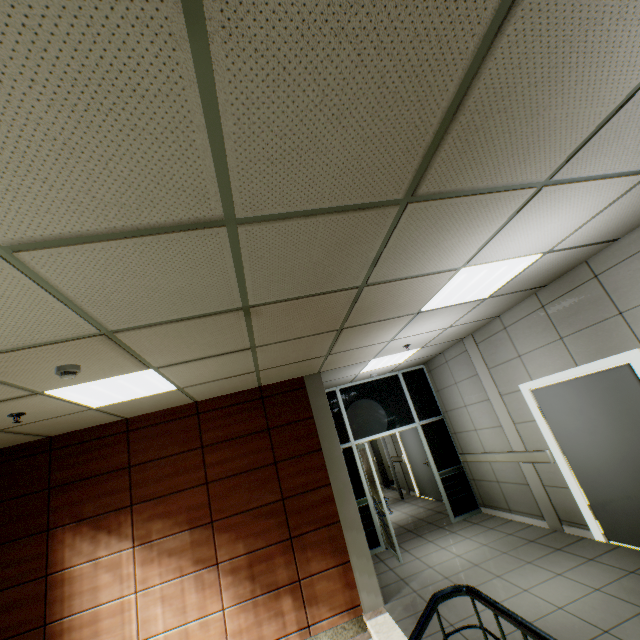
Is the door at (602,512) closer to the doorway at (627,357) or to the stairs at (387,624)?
the doorway at (627,357)

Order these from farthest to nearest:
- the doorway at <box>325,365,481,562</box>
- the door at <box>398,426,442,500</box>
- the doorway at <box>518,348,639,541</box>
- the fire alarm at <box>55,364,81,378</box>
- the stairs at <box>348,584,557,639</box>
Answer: the door at <box>398,426,442,500</box>, the doorway at <box>325,365,481,562</box>, the doorway at <box>518,348,639,541</box>, the fire alarm at <box>55,364,81,378</box>, the stairs at <box>348,584,557,639</box>

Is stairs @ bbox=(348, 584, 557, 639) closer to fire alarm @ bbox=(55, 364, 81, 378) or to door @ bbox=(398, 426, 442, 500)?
fire alarm @ bbox=(55, 364, 81, 378)

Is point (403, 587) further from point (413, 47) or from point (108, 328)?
point (413, 47)

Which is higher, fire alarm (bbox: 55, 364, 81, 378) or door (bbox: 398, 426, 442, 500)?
fire alarm (bbox: 55, 364, 81, 378)

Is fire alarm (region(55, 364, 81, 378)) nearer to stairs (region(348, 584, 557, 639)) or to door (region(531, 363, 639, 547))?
stairs (region(348, 584, 557, 639))

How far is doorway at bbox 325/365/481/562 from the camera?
6.3m
